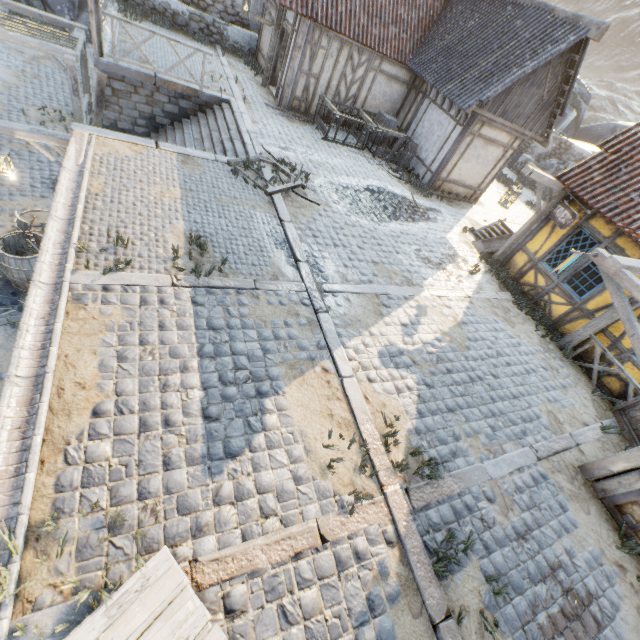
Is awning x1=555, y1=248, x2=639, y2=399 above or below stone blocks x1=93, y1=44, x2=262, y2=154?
above

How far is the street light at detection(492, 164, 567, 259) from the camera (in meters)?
8.59

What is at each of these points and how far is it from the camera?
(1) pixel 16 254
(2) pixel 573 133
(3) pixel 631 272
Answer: (1) barrel, 7.7m
(2) rock, 27.0m
(3) awning, 5.9m

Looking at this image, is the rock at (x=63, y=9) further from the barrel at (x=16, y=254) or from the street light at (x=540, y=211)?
the barrel at (x=16, y=254)

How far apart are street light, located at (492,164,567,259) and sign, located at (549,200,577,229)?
0.3m

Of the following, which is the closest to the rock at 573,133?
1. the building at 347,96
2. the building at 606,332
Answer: the building at 347,96

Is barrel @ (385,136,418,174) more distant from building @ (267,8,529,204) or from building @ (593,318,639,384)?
building @ (593,318,639,384)

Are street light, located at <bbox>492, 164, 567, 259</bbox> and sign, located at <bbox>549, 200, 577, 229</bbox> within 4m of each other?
yes
